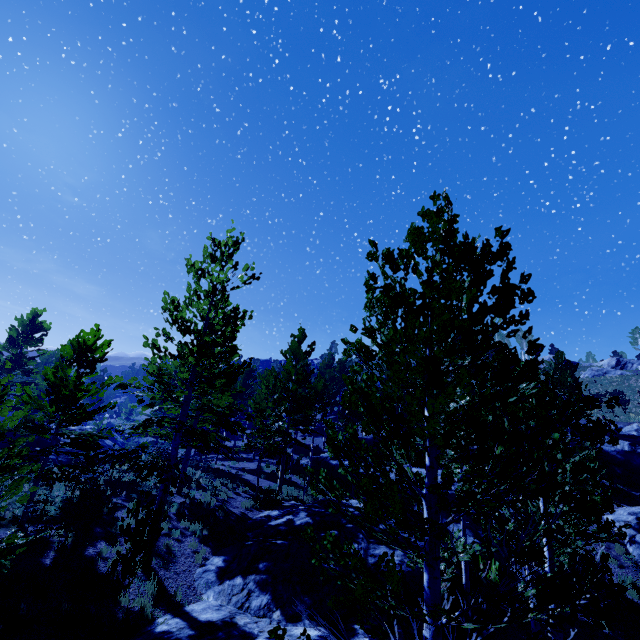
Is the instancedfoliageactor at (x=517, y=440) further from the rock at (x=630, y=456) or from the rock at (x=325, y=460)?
the rock at (x=630, y=456)

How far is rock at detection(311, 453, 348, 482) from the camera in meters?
28.6

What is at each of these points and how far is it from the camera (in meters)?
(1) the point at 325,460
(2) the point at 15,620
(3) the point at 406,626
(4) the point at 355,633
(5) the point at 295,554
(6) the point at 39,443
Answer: (1) rock, 30.58
(2) instancedfoliageactor, 7.06
(3) rock, 9.84
(4) rock, 8.45
(5) rock, 11.42
(6) rock, 18.94

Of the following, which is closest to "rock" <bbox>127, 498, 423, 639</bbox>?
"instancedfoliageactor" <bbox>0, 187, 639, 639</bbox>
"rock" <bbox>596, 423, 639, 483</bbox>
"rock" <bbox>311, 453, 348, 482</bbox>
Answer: "instancedfoliageactor" <bbox>0, 187, 639, 639</bbox>

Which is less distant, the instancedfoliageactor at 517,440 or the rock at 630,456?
the instancedfoliageactor at 517,440

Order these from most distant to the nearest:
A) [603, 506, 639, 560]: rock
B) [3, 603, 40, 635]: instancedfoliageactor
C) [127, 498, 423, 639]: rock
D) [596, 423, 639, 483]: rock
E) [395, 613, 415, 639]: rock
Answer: [596, 423, 639, 483]: rock → [603, 506, 639, 560]: rock → [395, 613, 415, 639]: rock → [127, 498, 423, 639]: rock → [3, 603, 40, 635]: instancedfoliageactor

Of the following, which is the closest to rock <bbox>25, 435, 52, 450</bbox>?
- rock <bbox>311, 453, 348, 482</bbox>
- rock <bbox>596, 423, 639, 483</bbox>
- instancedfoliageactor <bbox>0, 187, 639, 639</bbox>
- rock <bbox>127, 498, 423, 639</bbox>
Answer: instancedfoliageactor <bbox>0, 187, 639, 639</bbox>

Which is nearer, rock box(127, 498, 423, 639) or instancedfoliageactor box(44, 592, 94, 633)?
instancedfoliageactor box(44, 592, 94, 633)
